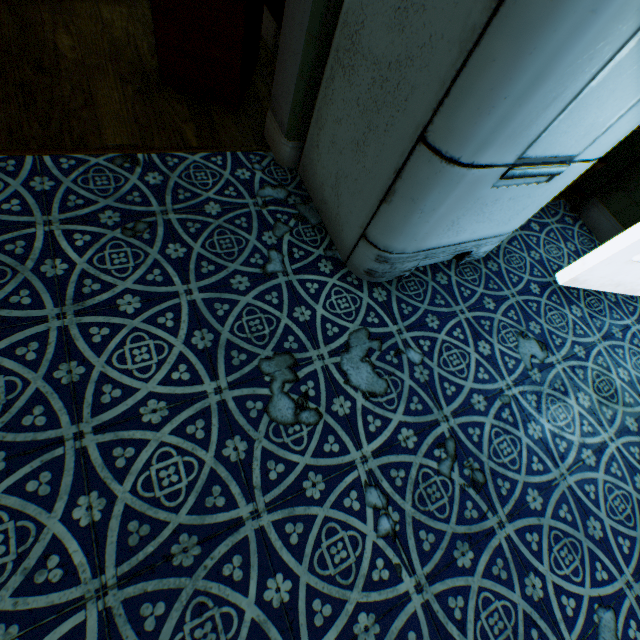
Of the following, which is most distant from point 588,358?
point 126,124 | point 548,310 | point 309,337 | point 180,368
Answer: point 126,124

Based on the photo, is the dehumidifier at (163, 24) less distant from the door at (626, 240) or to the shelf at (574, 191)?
the shelf at (574, 191)

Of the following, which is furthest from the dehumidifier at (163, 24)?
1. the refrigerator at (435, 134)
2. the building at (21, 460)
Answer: the refrigerator at (435, 134)

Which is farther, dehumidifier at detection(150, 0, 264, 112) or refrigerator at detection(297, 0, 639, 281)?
dehumidifier at detection(150, 0, 264, 112)

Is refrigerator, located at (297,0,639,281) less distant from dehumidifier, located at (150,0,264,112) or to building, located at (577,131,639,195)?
building, located at (577,131,639,195)

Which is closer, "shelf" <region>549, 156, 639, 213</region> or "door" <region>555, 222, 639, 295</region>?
"door" <region>555, 222, 639, 295</region>

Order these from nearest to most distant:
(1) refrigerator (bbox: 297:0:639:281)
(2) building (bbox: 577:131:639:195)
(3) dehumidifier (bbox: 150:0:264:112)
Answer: (1) refrigerator (bbox: 297:0:639:281) < (3) dehumidifier (bbox: 150:0:264:112) < (2) building (bbox: 577:131:639:195)

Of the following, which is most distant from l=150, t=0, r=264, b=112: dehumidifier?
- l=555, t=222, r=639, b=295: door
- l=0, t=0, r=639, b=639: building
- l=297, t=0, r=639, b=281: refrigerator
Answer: l=555, t=222, r=639, b=295: door
